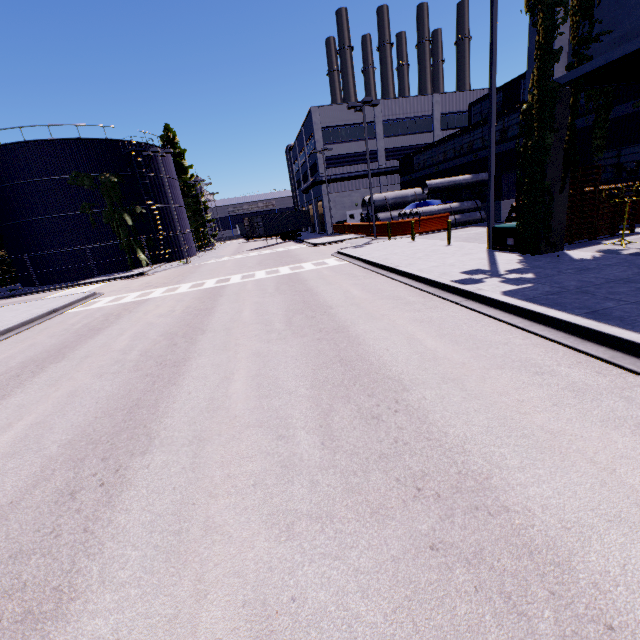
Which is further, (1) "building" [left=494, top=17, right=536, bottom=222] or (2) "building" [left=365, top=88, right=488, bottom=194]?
(2) "building" [left=365, top=88, right=488, bottom=194]

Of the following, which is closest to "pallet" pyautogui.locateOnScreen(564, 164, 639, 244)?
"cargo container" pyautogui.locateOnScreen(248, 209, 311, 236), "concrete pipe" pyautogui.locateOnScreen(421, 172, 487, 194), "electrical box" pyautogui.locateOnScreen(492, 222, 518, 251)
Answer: "electrical box" pyautogui.locateOnScreen(492, 222, 518, 251)

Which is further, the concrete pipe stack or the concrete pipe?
the concrete pipe stack

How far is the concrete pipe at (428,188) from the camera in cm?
2505

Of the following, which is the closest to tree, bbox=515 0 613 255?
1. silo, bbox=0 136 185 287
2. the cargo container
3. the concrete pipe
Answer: silo, bbox=0 136 185 287

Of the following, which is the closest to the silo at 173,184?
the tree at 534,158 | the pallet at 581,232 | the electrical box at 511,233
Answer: the tree at 534,158

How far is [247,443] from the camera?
4.2m

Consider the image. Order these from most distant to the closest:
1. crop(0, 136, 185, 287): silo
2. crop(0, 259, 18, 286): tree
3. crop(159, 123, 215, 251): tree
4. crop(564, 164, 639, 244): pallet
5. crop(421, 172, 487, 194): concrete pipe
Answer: crop(159, 123, 215, 251): tree, crop(0, 259, 18, 286): tree, crop(0, 136, 185, 287): silo, crop(421, 172, 487, 194): concrete pipe, crop(564, 164, 639, 244): pallet
